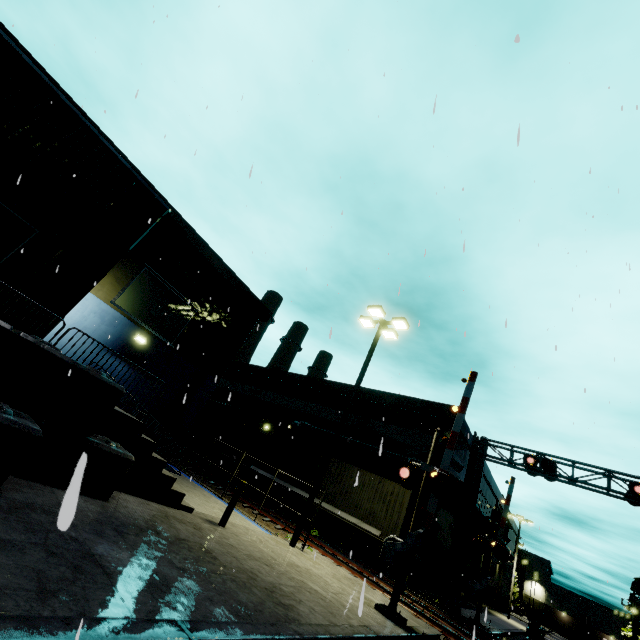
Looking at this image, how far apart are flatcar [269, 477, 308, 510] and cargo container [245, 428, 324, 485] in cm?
1

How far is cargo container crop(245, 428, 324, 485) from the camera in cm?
2003

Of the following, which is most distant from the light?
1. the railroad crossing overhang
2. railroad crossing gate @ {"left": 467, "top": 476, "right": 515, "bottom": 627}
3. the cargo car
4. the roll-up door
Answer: the roll-up door

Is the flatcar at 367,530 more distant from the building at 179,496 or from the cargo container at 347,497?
the building at 179,496

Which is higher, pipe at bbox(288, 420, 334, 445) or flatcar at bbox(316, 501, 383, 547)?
pipe at bbox(288, 420, 334, 445)

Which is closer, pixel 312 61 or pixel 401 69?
pixel 401 69

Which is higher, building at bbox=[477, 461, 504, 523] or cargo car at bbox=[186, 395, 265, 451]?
building at bbox=[477, 461, 504, 523]

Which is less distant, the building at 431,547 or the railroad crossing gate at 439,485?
the railroad crossing gate at 439,485
